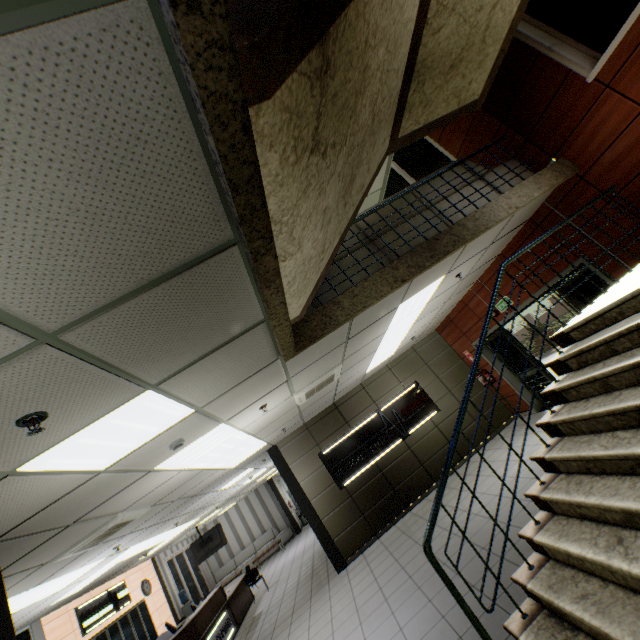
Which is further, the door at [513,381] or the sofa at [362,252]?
the door at [513,381]

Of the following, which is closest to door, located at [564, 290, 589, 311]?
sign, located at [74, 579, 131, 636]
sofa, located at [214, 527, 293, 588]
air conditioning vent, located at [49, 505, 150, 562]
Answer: air conditioning vent, located at [49, 505, 150, 562]

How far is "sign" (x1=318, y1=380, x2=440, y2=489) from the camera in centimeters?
845cm

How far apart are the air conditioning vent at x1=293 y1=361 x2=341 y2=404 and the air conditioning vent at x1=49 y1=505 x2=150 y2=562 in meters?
3.0

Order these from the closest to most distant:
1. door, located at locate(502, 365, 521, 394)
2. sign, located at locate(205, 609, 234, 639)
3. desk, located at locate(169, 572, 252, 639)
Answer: desk, located at locate(169, 572, 252, 639)
sign, located at locate(205, 609, 234, 639)
door, located at locate(502, 365, 521, 394)

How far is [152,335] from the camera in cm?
189

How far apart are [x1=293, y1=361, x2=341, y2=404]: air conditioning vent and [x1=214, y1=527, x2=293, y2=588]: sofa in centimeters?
1501cm

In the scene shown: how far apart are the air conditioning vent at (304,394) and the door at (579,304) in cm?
408
